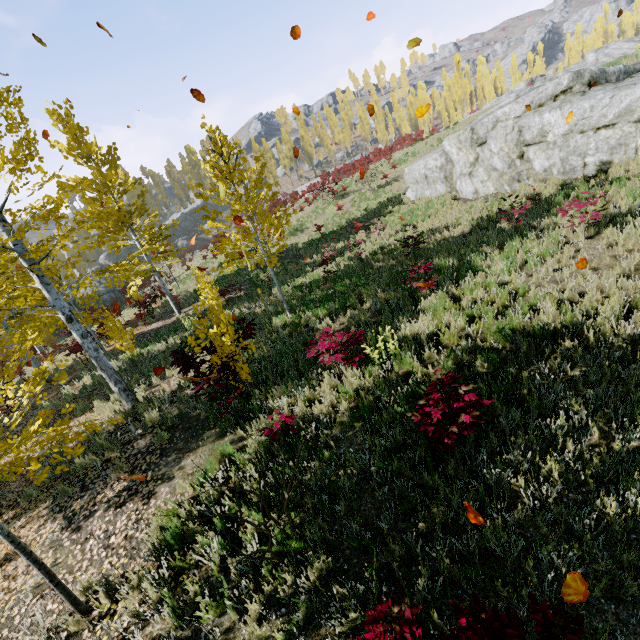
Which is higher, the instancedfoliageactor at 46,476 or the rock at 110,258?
the rock at 110,258

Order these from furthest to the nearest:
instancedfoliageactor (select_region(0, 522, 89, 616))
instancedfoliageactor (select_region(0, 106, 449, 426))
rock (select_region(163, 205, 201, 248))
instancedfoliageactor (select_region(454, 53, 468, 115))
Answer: instancedfoliageactor (select_region(454, 53, 468, 115)) < rock (select_region(163, 205, 201, 248)) < instancedfoliageactor (select_region(0, 106, 449, 426)) < instancedfoliageactor (select_region(0, 522, 89, 616))

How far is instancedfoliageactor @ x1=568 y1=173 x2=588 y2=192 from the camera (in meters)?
10.93

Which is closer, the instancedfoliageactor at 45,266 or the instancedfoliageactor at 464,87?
the instancedfoliageactor at 45,266

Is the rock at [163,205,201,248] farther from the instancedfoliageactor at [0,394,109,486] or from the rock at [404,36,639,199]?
the rock at [404,36,639,199]

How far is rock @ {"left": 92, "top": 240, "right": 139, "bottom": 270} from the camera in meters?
47.5 m

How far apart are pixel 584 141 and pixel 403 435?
13.5m
